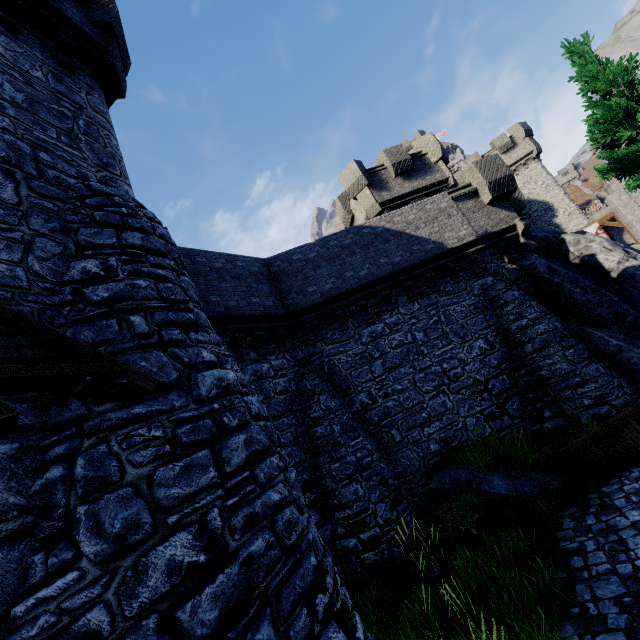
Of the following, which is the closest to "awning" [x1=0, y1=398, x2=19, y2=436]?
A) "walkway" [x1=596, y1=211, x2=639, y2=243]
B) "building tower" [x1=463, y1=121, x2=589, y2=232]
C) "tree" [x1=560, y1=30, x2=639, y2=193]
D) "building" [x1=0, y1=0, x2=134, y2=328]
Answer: "building" [x1=0, y1=0, x2=134, y2=328]

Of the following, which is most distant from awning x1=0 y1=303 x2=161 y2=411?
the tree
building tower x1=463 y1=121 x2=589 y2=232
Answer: building tower x1=463 y1=121 x2=589 y2=232

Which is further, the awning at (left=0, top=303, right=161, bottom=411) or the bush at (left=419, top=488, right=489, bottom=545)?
the bush at (left=419, top=488, right=489, bottom=545)

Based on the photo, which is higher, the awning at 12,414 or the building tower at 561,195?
the building tower at 561,195

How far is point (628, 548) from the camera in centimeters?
533cm

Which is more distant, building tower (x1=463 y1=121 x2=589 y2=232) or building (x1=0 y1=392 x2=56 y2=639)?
building tower (x1=463 y1=121 x2=589 y2=232)

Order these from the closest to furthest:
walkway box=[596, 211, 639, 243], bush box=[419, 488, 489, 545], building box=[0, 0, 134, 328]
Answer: building box=[0, 0, 134, 328] → bush box=[419, 488, 489, 545] → walkway box=[596, 211, 639, 243]

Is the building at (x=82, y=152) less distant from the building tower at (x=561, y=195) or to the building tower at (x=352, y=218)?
the building tower at (x=352, y=218)
